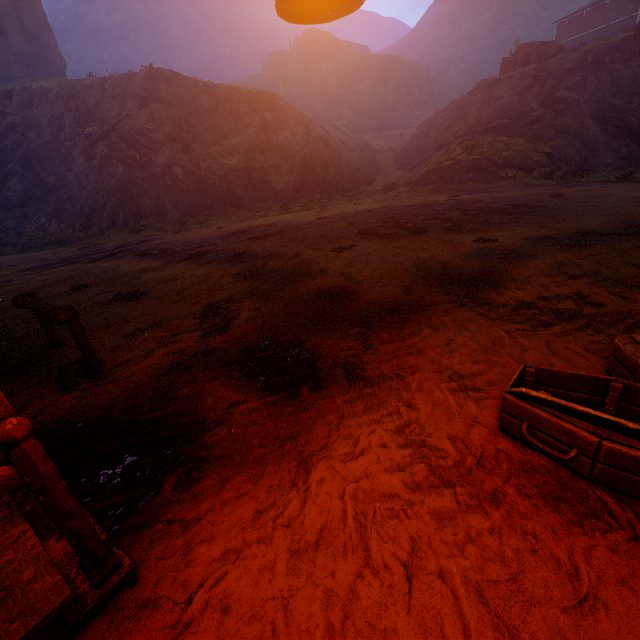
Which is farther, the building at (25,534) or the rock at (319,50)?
the rock at (319,50)

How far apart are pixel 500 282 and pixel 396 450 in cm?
384

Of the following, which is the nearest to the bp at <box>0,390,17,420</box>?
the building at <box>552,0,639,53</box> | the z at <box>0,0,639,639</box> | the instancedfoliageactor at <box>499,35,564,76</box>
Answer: the building at <box>552,0,639,53</box>

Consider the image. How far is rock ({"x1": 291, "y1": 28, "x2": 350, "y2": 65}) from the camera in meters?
56.6 m

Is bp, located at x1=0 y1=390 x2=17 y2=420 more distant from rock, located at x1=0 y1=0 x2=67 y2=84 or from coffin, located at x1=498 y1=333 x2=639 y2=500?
rock, located at x1=0 y1=0 x2=67 y2=84

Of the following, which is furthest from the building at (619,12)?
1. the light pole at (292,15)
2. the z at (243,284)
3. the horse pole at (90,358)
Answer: the horse pole at (90,358)

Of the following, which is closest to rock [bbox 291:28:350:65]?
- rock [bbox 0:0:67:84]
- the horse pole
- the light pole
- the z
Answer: the z

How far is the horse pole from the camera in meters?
3.8 m
